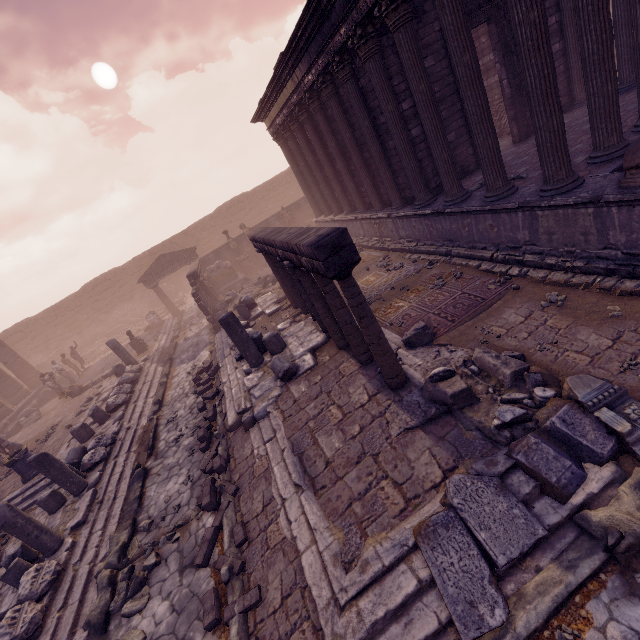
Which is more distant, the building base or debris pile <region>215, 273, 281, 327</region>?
the building base

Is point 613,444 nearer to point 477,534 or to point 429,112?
point 477,534

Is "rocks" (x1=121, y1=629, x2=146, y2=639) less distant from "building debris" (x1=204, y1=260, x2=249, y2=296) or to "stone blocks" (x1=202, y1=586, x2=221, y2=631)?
"stone blocks" (x1=202, y1=586, x2=221, y2=631)

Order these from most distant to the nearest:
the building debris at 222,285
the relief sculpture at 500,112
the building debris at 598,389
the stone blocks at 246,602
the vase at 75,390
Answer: the building debris at 222,285 → the vase at 75,390 → the relief sculpture at 500,112 → the stone blocks at 246,602 → the building debris at 598,389

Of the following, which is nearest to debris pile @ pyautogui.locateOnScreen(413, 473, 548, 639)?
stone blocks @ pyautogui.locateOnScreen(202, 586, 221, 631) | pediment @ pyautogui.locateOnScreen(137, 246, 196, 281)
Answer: stone blocks @ pyautogui.locateOnScreen(202, 586, 221, 631)

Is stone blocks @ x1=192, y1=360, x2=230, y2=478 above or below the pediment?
below

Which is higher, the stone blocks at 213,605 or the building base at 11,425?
the building base at 11,425

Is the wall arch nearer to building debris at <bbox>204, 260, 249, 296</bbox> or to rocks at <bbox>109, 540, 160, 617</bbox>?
building debris at <bbox>204, 260, 249, 296</bbox>
